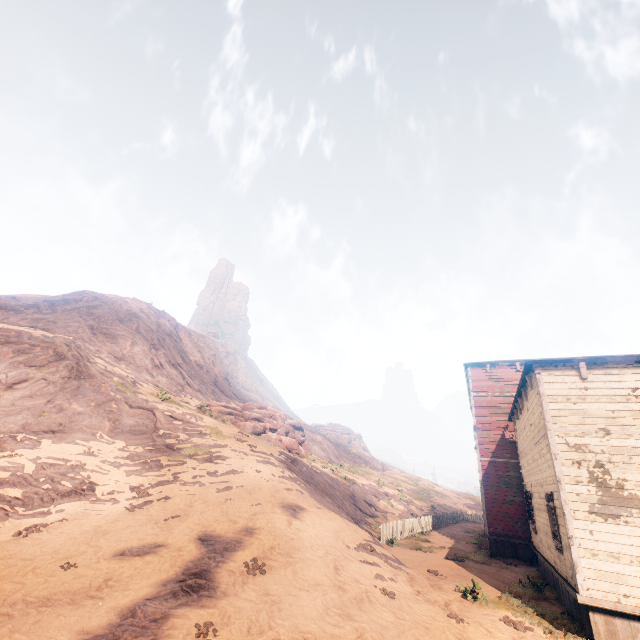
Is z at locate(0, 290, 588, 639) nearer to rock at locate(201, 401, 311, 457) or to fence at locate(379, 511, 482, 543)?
fence at locate(379, 511, 482, 543)

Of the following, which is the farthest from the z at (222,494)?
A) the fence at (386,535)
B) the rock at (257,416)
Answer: the rock at (257,416)

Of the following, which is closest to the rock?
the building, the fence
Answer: the fence

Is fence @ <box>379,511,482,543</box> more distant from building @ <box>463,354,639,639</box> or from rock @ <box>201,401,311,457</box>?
rock @ <box>201,401,311,457</box>

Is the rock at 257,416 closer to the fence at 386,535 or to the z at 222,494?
the z at 222,494

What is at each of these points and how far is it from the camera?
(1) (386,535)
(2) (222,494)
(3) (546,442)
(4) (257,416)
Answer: (1) fence, 18.39m
(2) z, 12.95m
(3) building, 10.12m
(4) rock, 31.39m

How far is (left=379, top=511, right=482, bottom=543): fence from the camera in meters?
18.4
